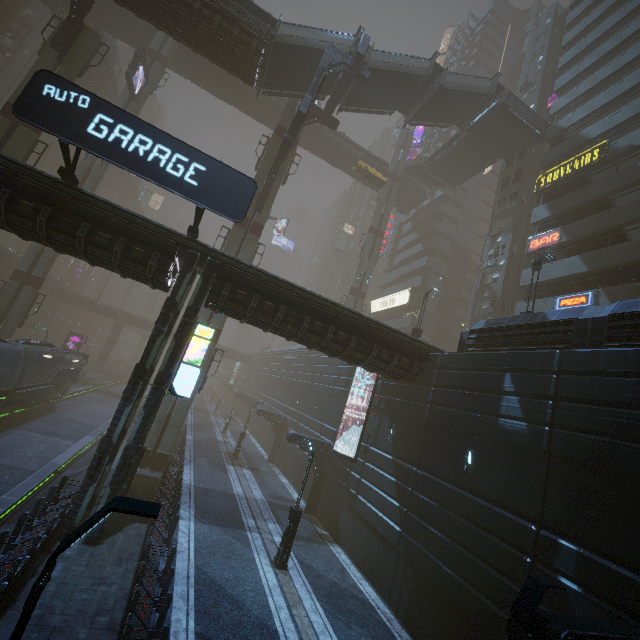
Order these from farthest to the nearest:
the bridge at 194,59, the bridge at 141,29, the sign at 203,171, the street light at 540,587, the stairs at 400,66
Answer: the bridge at 141,29 < the stairs at 400,66 < the bridge at 194,59 < the sign at 203,171 < the street light at 540,587

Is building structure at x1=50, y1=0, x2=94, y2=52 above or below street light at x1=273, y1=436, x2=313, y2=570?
above

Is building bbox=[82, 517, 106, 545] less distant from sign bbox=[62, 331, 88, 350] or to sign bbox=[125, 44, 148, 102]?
sign bbox=[62, 331, 88, 350]

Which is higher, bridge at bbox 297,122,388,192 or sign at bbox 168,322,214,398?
bridge at bbox 297,122,388,192

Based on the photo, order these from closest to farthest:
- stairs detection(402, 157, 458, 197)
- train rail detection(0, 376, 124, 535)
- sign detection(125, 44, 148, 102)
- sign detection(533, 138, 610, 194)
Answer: train rail detection(0, 376, 124, 535) < sign detection(533, 138, 610, 194) < sign detection(125, 44, 148, 102) < stairs detection(402, 157, 458, 197)

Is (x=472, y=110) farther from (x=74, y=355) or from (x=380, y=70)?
(x=74, y=355)

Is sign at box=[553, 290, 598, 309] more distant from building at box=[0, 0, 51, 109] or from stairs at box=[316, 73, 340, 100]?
stairs at box=[316, 73, 340, 100]

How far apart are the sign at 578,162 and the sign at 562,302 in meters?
10.4
